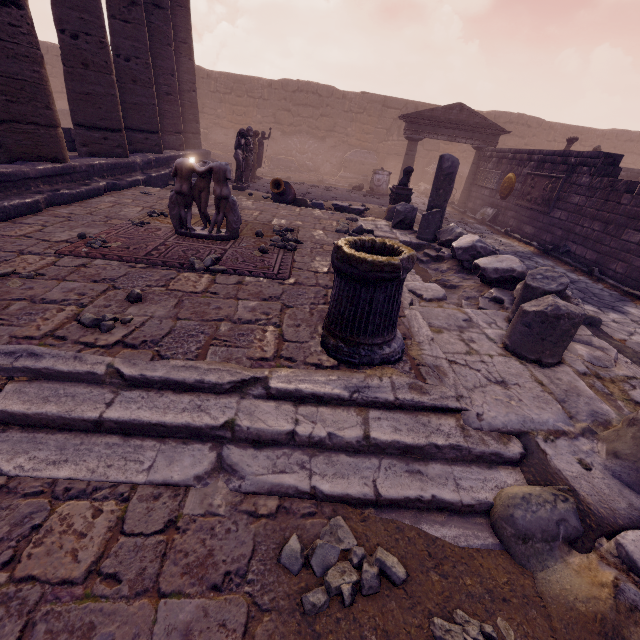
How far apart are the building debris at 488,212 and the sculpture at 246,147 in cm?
938

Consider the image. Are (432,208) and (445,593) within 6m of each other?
no

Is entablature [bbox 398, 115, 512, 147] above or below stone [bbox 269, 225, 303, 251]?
above

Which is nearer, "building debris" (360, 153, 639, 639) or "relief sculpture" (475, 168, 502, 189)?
"building debris" (360, 153, 639, 639)

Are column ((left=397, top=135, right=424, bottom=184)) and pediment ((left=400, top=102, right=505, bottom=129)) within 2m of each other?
yes

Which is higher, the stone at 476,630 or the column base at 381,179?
the column base at 381,179

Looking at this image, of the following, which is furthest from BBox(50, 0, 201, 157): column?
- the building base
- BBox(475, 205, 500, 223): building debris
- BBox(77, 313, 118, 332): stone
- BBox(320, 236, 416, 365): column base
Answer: BBox(475, 205, 500, 223): building debris

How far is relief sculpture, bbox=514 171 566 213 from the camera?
Answer: 9.8 meters
